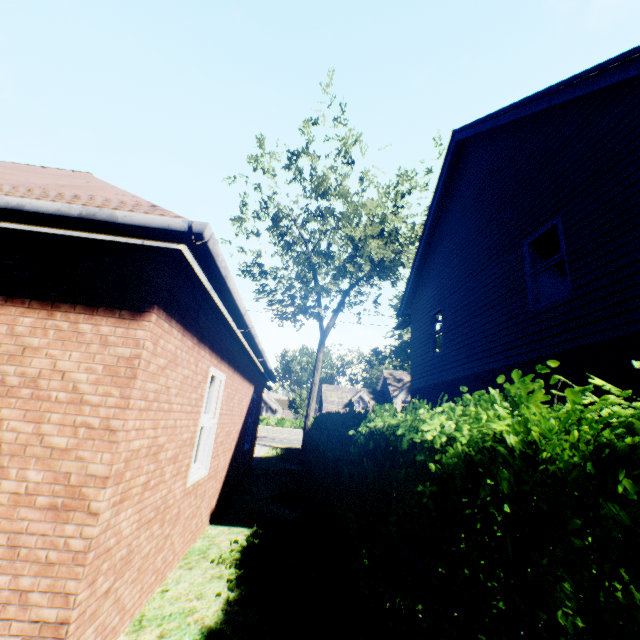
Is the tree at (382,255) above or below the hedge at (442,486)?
above

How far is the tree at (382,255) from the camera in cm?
1683

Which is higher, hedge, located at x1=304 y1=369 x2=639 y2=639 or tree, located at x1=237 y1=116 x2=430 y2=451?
tree, located at x1=237 y1=116 x2=430 y2=451

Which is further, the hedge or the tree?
the tree

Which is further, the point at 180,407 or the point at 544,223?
the point at 544,223

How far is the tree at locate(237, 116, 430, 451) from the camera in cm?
1683
